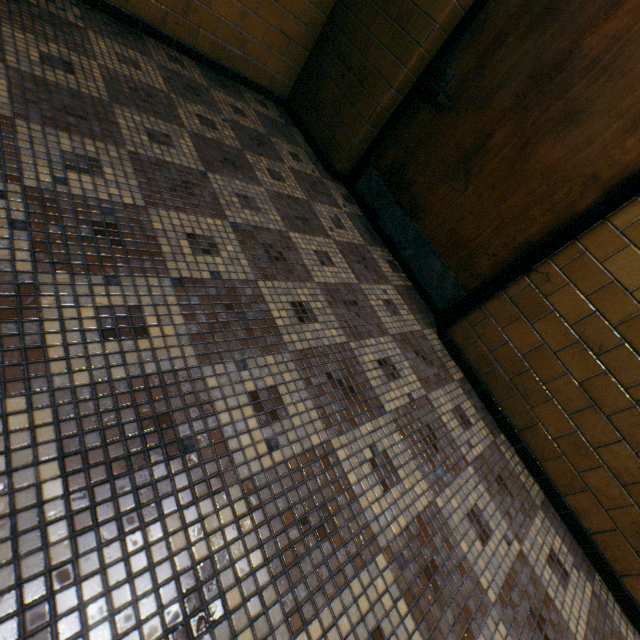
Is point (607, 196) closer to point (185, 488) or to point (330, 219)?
point (330, 219)
